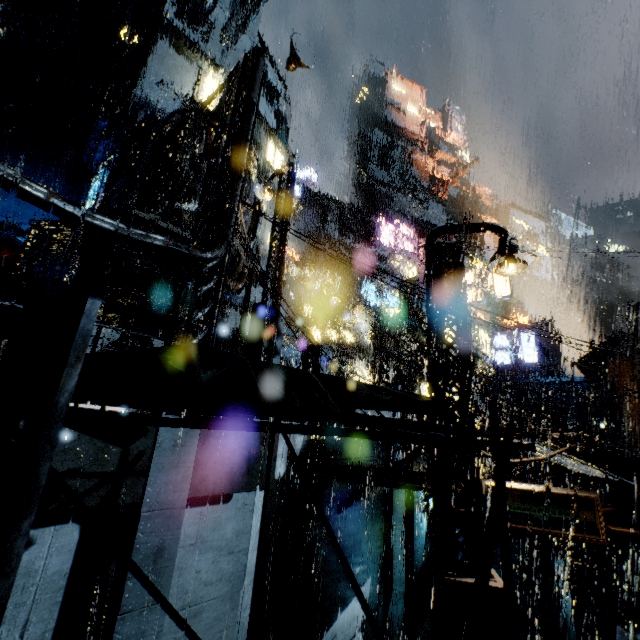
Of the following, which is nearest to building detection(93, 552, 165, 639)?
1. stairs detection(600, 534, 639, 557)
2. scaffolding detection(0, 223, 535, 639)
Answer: stairs detection(600, 534, 639, 557)

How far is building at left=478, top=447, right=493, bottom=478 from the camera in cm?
948

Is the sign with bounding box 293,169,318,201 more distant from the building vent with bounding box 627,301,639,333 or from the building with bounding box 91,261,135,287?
the building vent with bounding box 627,301,639,333

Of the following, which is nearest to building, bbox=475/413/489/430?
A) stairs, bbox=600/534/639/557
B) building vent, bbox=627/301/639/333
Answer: stairs, bbox=600/534/639/557

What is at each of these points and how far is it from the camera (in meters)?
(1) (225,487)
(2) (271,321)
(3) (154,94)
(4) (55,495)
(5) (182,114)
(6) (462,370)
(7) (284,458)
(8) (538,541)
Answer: (1) building, 6.24
(2) street light, 8.07
(3) building, 19.86
(4) building, 4.47
(5) building vent, 18.06
(6) street light, 8.73
(7) bridge, 7.89
(8) structural stair, 20.44

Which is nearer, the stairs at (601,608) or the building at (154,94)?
the building at (154,94)

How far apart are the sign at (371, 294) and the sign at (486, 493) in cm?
1979

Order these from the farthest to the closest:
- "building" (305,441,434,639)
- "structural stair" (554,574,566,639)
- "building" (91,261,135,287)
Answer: "building" (91,261,135,287)
"structural stair" (554,574,566,639)
"building" (305,441,434,639)
